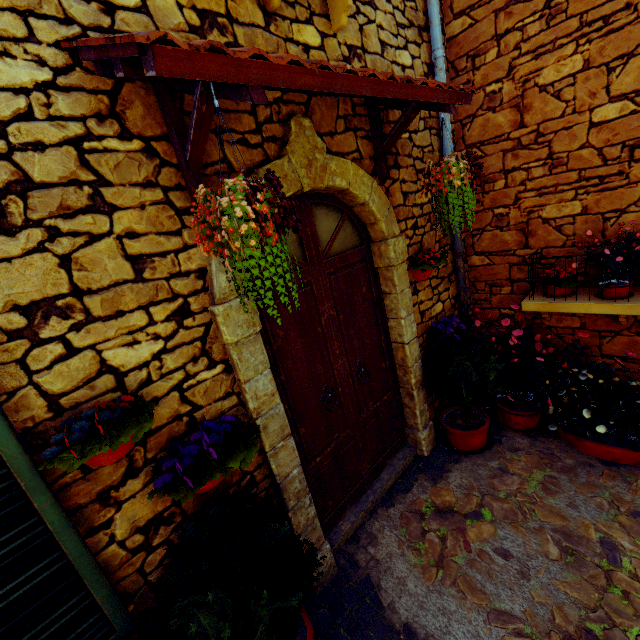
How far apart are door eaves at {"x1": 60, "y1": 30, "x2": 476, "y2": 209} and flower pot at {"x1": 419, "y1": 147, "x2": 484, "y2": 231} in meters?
0.3 m

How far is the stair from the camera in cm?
286

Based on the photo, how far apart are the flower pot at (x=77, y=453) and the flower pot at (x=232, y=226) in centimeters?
65cm

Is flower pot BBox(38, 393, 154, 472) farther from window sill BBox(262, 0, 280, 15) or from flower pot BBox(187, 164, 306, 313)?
window sill BBox(262, 0, 280, 15)

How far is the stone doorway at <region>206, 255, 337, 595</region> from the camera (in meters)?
1.86

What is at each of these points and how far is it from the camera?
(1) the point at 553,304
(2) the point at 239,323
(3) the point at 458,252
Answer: (1) window sill, 3.3 meters
(2) stone doorway, 1.9 meters
(3) pipe, 3.8 meters

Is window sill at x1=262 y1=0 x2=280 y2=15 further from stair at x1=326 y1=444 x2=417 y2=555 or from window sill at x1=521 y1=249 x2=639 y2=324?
stair at x1=326 y1=444 x2=417 y2=555

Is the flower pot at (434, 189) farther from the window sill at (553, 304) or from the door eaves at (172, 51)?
the window sill at (553, 304)
